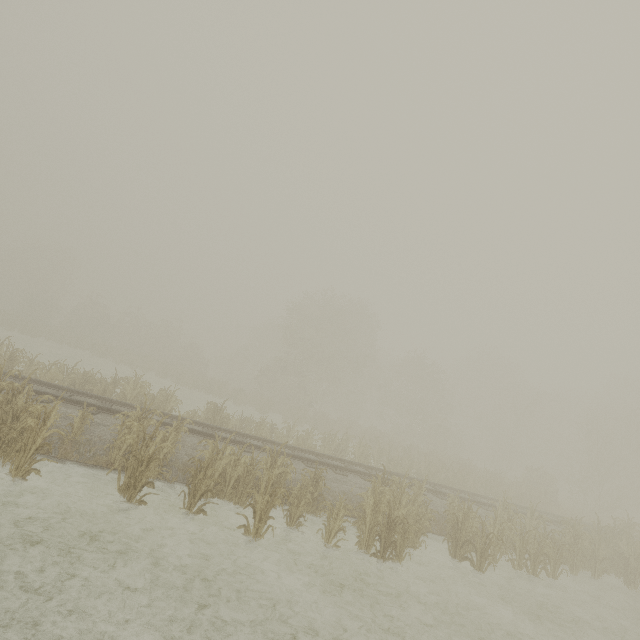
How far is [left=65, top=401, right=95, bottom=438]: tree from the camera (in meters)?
7.93

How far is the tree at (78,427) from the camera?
7.93m

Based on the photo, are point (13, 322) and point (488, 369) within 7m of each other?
no
